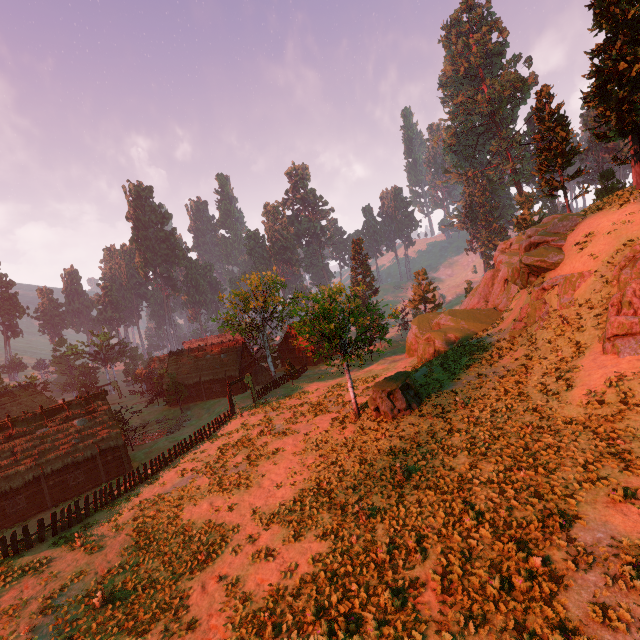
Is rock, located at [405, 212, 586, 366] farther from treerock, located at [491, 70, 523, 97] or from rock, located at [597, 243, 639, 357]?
treerock, located at [491, 70, 523, 97]

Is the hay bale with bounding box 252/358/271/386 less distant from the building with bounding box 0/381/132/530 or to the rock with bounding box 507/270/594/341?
the building with bounding box 0/381/132/530

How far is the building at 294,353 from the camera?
57.38m

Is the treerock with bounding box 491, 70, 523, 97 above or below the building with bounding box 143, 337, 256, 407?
above

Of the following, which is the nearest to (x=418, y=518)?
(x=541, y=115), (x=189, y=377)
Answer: (x=189, y=377)

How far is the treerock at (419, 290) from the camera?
58.1 meters

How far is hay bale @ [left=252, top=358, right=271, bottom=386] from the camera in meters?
48.1

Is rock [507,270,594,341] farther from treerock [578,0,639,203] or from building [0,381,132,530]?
building [0,381,132,530]
